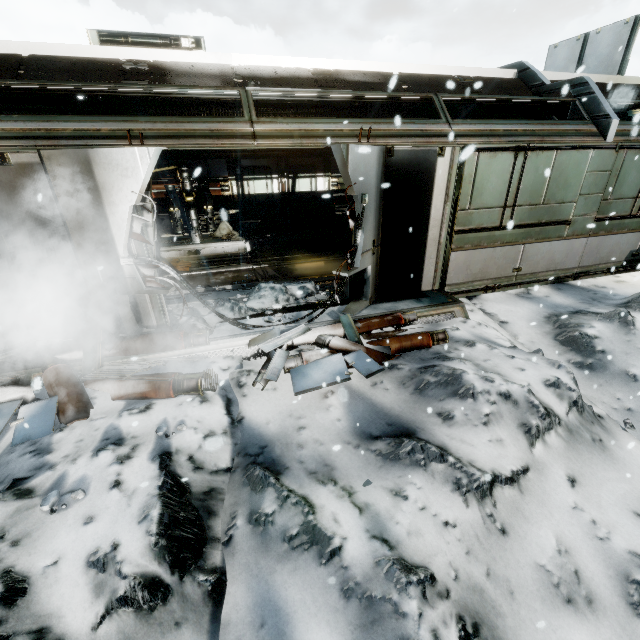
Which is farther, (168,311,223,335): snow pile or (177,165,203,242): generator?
(177,165,203,242): generator

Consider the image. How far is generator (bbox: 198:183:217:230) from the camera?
10.78m

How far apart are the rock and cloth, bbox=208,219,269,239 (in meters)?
9.87

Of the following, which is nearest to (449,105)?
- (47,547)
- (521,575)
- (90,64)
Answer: (90,64)

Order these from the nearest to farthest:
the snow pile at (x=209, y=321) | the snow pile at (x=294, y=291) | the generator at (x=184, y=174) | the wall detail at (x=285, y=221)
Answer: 1. the snow pile at (x=209, y=321)
2. the snow pile at (x=294, y=291)
3. the generator at (x=184, y=174)
4. the wall detail at (x=285, y=221)

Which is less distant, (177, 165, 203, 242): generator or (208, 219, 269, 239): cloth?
(177, 165, 203, 242): generator

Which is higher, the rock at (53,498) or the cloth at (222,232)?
the cloth at (222,232)

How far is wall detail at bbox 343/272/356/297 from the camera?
6.35m
